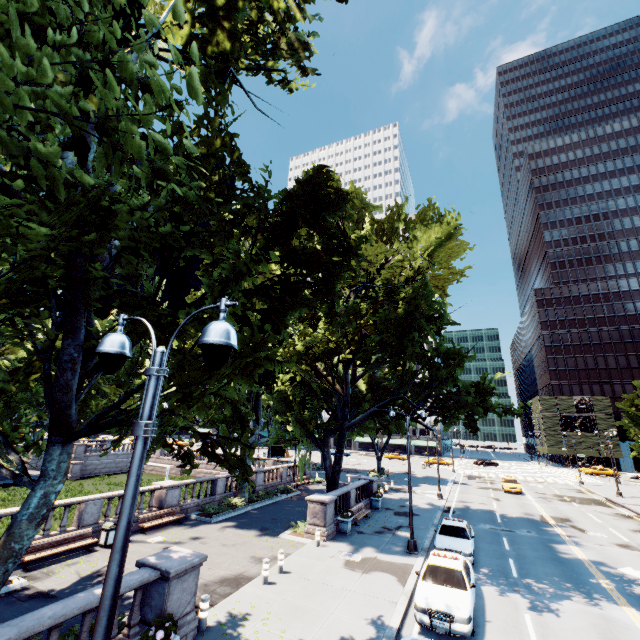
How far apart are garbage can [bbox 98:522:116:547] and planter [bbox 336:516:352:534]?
12.0m

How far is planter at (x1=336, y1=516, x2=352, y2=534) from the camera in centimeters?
1939cm

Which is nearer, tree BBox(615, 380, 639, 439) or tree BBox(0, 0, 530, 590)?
tree BBox(0, 0, 530, 590)

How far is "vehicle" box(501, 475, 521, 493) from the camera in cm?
3634

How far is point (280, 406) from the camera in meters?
20.6

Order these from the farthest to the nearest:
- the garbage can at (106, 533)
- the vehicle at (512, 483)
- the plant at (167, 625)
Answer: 1. the vehicle at (512, 483)
2. the garbage can at (106, 533)
3. the plant at (167, 625)

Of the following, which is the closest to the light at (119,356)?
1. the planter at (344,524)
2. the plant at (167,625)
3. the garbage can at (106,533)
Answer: the plant at (167,625)

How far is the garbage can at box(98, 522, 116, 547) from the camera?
16.09m
